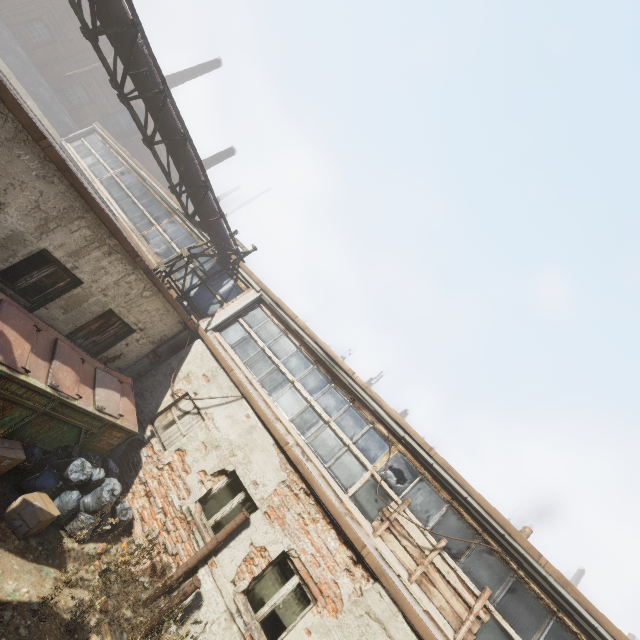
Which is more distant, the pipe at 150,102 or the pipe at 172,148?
the pipe at 172,148

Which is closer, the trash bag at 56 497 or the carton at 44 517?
the carton at 44 517

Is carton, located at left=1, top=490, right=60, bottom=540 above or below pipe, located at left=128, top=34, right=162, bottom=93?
below

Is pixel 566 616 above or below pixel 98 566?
above

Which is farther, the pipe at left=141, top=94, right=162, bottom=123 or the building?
the building

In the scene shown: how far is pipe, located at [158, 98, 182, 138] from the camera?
7.8 meters

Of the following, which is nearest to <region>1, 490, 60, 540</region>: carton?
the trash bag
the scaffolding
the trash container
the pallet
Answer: the trash bag
